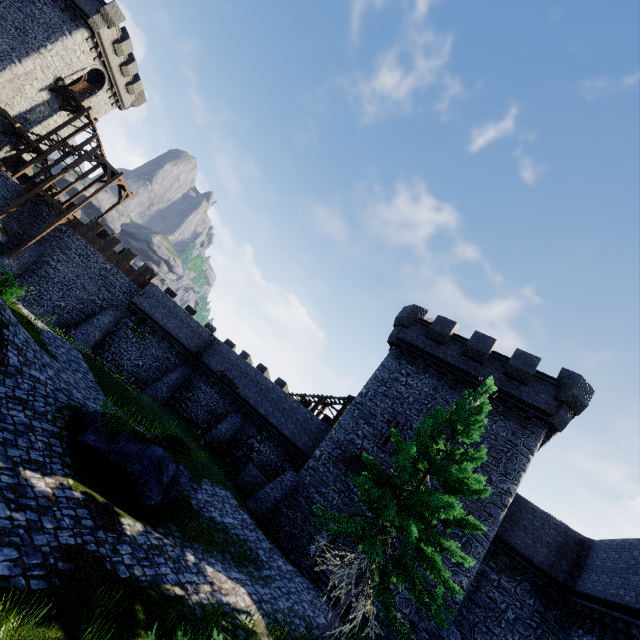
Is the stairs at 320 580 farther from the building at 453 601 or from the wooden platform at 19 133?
the wooden platform at 19 133

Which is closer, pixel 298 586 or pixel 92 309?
pixel 298 586

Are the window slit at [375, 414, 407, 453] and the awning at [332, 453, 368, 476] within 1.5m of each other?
yes

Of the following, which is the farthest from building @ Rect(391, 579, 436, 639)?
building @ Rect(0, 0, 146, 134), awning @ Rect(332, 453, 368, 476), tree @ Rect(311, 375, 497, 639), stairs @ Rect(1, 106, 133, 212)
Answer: building @ Rect(0, 0, 146, 134)

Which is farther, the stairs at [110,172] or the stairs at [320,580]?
the stairs at [110,172]

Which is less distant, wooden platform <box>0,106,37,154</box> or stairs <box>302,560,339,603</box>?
stairs <box>302,560,339,603</box>

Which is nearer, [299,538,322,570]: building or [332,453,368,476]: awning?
[299,538,322,570]: building

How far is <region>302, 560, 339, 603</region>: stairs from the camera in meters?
16.0 m
